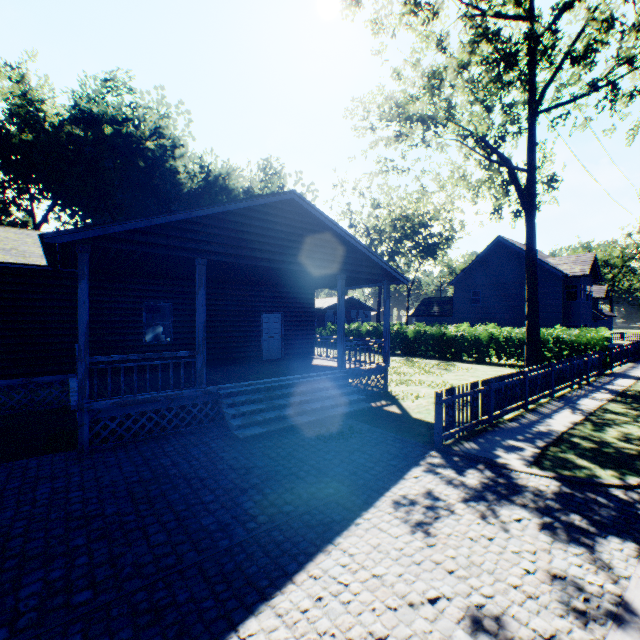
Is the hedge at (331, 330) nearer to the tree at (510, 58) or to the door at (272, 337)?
the door at (272, 337)

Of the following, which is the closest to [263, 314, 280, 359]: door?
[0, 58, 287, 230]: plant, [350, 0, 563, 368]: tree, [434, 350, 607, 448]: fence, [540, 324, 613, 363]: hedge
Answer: [434, 350, 607, 448]: fence

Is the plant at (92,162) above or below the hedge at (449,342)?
above

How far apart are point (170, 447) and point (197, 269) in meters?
4.4

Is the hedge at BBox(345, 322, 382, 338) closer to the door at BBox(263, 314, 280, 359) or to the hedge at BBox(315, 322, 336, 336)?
the hedge at BBox(315, 322, 336, 336)

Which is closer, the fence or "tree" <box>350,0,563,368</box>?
the fence

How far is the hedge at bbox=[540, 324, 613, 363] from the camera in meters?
17.1

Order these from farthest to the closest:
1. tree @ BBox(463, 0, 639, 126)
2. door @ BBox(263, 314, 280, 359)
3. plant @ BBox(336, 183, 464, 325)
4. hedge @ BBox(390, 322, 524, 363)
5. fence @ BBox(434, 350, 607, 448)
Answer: plant @ BBox(336, 183, 464, 325), hedge @ BBox(390, 322, 524, 363), door @ BBox(263, 314, 280, 359), tree @ BBox(463, 0, 639, 126), fence @ BBox(434, 350, 607, 448)
